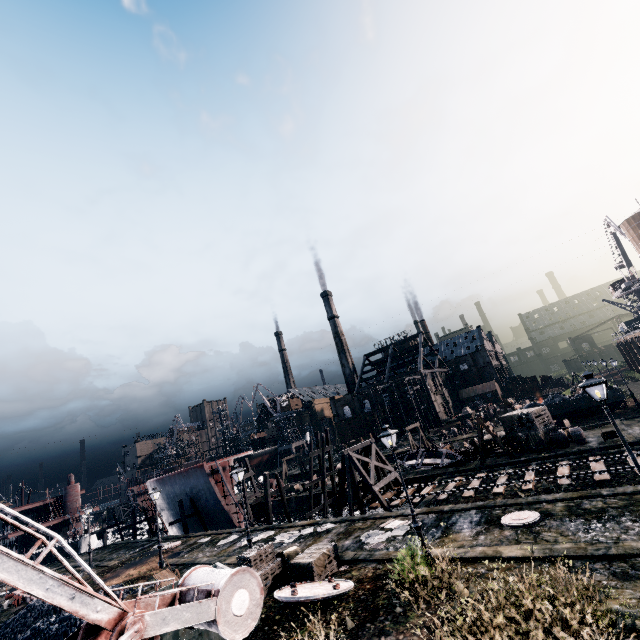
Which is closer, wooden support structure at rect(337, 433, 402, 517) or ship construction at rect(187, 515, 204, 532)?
wooden support structure at rect(337, 433, 402, 517)

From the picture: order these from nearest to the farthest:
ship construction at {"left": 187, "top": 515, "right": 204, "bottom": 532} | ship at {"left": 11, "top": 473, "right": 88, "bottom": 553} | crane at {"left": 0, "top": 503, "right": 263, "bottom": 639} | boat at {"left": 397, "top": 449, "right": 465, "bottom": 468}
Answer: crane at {"left": 0, "top": 503, "right": 263, "bottom": 639}
boat at {"left": 397, "top": 449, "right": 465, "bottom": 468}
ship construction at {"left": 187, "top": 515, "right": 204, "bottom": 532}
ship at {"left": 11, "top": 473, "right": 88, "bottom": 553}

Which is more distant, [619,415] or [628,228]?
[628,228]

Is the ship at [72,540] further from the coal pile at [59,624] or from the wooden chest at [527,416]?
the wooden chest at [527,416]

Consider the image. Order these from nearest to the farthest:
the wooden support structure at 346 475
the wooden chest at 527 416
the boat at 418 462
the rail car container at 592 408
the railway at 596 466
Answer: the railway at 596 466 → the wooden support structure at 346 475 → the wooden chest at 527 416 → the boat at 418 462 → the rail car container at 592 408

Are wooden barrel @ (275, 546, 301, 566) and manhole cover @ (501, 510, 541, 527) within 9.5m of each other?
no

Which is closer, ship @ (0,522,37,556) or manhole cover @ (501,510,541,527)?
manhole cover @ (501,510,541,527)

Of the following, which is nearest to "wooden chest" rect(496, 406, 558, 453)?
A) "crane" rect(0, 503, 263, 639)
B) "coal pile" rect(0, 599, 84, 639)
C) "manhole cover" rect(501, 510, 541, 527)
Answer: "manhole cover" rect(501, 510, 541, 527)
